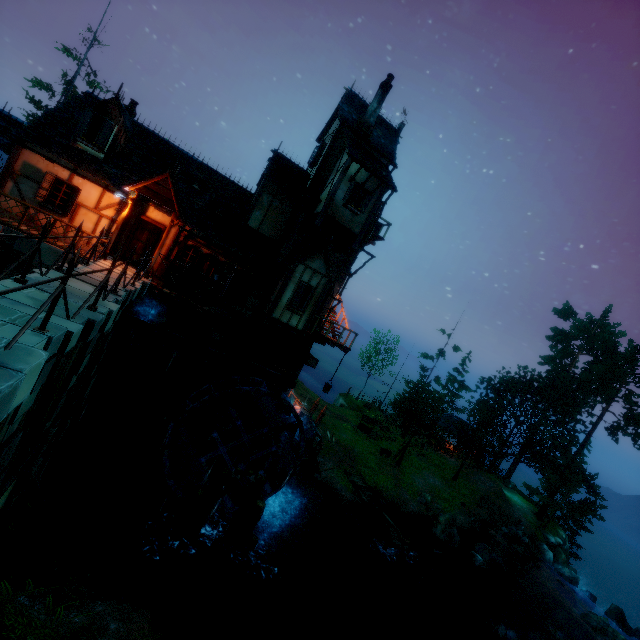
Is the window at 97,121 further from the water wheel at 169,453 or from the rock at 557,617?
the rock at 557,617

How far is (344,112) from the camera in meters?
17.1

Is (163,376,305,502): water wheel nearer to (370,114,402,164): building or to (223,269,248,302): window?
(370,114,402,164): building

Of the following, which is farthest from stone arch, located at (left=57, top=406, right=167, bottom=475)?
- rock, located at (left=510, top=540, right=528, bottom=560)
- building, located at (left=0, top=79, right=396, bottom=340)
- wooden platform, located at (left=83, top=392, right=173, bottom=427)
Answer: rock, located at (left=510, top=540, right=528, bottom=560)

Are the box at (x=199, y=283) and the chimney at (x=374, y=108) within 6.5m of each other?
no

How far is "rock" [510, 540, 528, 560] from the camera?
28.0m

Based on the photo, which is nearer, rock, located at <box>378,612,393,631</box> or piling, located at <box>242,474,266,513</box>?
piling, located at <box>242,474,266,513</box>

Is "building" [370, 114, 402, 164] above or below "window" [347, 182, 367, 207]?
above
